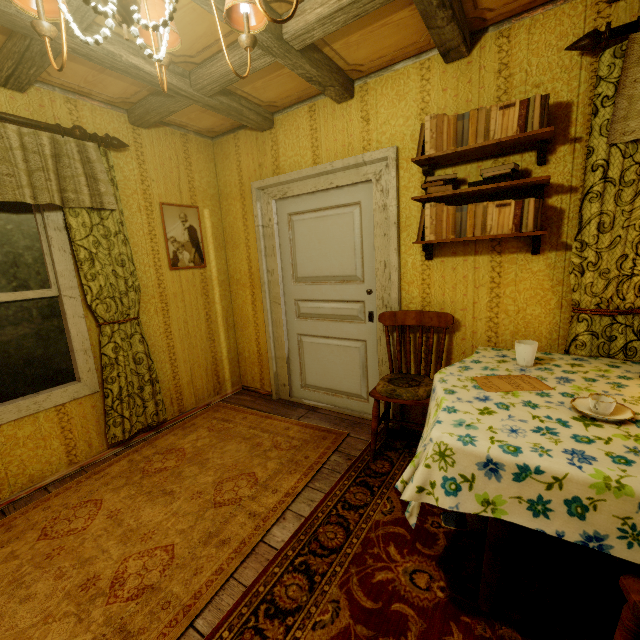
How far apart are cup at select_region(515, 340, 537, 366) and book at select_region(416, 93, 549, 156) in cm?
125

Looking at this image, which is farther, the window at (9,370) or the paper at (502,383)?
the window at (9,370)

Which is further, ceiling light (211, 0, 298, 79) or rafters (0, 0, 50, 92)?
rafters (0, 0, 50, 92)

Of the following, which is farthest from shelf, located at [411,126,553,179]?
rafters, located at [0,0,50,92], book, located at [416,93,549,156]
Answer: rafters, located at [0,0,50,92]

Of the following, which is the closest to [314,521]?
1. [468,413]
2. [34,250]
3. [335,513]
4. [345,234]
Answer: [335,513]

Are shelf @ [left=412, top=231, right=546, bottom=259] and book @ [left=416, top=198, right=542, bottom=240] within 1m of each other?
yes

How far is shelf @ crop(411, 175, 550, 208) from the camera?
1.85m

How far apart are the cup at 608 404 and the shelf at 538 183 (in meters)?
1.22
